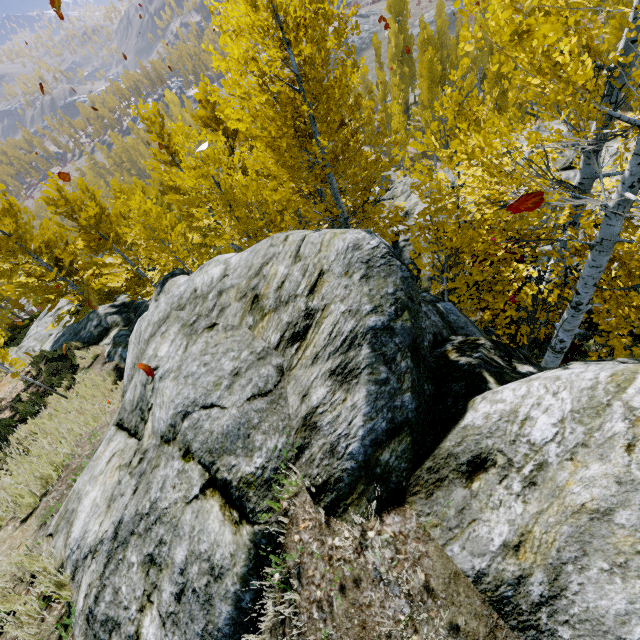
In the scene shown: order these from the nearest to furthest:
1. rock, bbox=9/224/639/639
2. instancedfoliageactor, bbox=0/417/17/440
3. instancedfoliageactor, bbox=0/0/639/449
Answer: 1. rock, bbox=9/224/639/639
2. instancedfoliageactor, bbox=0/0/639/449
3. instancedfoliageactor, bbox=0/417/17/440

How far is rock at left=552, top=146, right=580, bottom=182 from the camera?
9.70m

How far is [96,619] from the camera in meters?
3.0 m

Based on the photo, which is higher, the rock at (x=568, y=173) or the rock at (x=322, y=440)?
the rock at (x=322, y=440)

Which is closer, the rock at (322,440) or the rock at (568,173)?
the rock at (322,440)

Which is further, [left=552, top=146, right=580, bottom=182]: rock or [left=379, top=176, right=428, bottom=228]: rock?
[left=379, top=176, right=428, bottom=228]: rock

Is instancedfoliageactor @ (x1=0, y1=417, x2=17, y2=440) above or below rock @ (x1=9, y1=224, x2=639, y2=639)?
below
